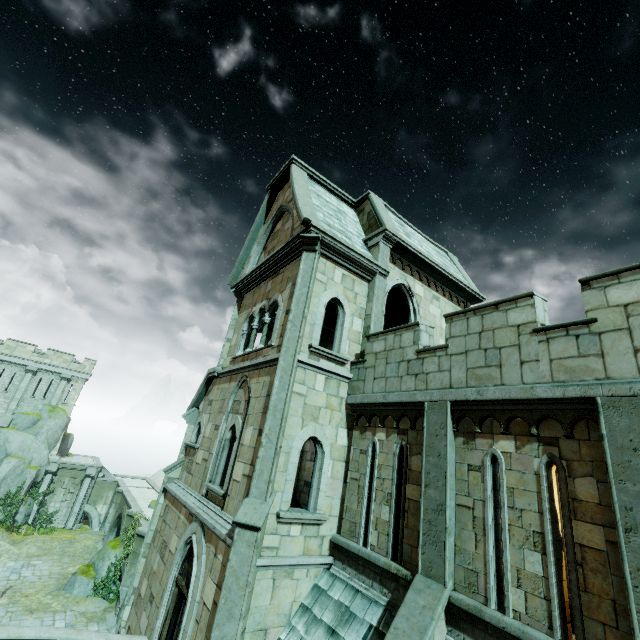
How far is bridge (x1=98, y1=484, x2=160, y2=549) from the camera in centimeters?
2531cm

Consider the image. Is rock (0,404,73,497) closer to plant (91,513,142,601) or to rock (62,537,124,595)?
rock (62,537,124,595)

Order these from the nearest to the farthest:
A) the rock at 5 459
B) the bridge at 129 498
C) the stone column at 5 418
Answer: the bridge at 129 498 → the rock at 5 459 → the stone column at 5 418

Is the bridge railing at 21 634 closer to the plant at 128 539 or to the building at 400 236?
the building at 400 236

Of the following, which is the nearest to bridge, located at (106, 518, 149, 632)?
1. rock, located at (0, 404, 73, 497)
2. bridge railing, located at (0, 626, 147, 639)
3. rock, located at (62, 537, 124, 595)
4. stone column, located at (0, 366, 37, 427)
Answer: rock, located at (62, 537, 124, 595)

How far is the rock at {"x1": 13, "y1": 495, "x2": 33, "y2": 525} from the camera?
30.06m

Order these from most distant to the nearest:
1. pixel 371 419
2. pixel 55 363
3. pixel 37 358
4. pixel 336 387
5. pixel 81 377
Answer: pixel 81 377, pixel 55 363, pixel 37 358, pixel 336 387, pixel 371 419

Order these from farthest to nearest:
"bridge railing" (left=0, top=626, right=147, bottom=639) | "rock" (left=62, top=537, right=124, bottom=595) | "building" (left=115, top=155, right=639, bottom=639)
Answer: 1. "rock" (left=62, top=537, right=124, bottom=595)
2. "bridge railing" (left=0, top=626, right=147, bottom=639)
3. "building" (left=115, top=155, right=639, bottom=639)
